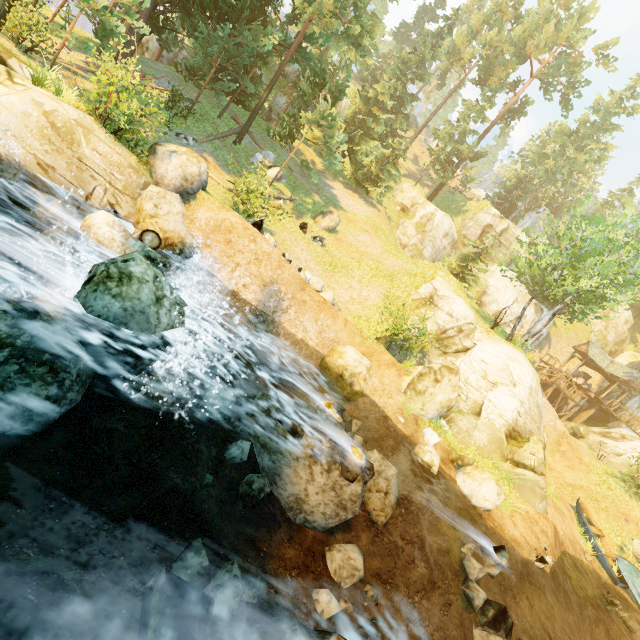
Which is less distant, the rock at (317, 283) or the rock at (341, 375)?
the rock at (341, 375)

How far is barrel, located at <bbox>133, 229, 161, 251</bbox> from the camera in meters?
9.4

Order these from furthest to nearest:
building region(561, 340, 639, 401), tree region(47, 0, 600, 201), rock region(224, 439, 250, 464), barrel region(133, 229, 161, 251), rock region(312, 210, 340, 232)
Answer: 1. building region(561, 340, 639, 401)
2. rock region(312, 210, 340, 232)
3. tree region(47, 0, 600, 201)
4. barrel region(133, 229, 161, 251)
5. rock region(224, 439, 250, 464)

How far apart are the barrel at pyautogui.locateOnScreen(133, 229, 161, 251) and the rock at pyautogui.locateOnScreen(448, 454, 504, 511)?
12.84m

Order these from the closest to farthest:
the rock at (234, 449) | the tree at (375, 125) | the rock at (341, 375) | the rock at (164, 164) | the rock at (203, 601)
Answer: the rock at (203, 601) < the rock at (164, 164) < the rock at (234, 449) < the rock at (341, 375) < the tree at (375, 125)

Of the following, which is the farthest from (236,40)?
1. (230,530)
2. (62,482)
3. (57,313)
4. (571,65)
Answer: (571,65)

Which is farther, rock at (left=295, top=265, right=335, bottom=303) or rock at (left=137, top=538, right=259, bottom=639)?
rock at (left=295, top=265, right=335, bottom=303)

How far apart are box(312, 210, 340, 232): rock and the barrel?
13.61m
